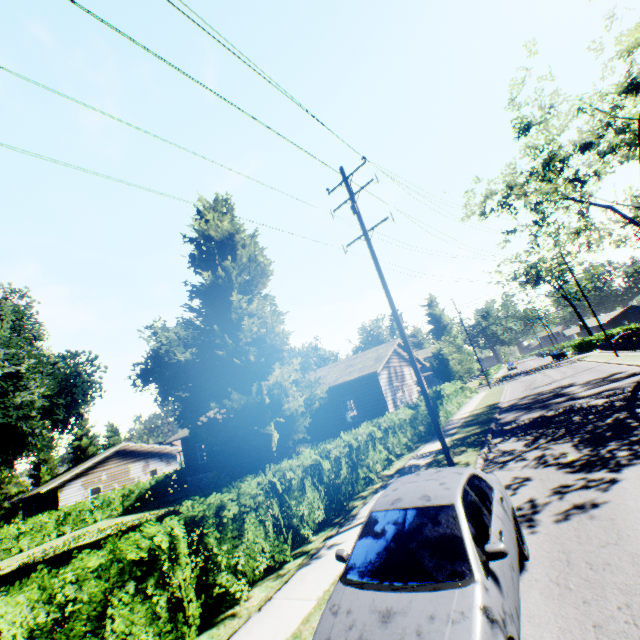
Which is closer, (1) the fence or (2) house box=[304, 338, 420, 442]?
(2) house box=[304, 338, 420, 442]

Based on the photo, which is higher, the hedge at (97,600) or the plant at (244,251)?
the plant at (244,251)

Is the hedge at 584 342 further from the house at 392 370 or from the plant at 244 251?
the house at 392 370

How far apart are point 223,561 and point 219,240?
19.3m

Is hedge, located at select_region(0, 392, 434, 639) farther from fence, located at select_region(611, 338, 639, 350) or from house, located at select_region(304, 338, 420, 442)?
fence, located at select_region(611, 338, 639, 350)

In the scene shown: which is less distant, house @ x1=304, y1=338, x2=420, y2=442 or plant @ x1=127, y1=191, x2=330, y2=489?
plant @ x1=127, y1=191, x2=330, y2=489

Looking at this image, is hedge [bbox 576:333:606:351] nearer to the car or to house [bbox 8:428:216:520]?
house [bbox 8:428:216:520]

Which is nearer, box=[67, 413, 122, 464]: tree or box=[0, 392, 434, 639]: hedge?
box=[0, 392, 434, 639]: hedge
